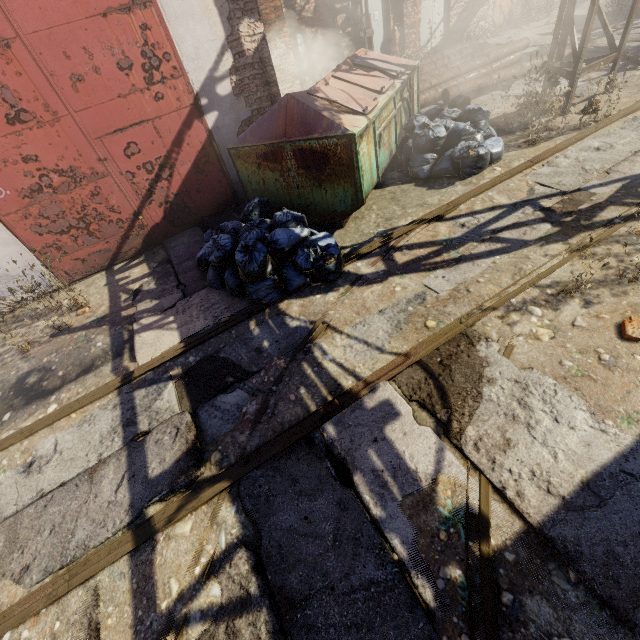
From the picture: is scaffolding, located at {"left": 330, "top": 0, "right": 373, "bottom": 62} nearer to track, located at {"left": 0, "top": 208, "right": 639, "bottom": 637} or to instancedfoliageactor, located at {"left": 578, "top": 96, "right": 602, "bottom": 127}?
instancedfoliageactor, located at {"left": 578, "top": 96, "right": 602, "bottom": 127}

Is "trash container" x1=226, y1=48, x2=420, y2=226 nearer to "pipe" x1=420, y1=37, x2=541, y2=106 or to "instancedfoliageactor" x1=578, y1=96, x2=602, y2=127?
"pipe" x1=420, y1=37, x2=541, y2=106

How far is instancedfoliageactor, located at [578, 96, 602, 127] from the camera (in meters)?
5.72

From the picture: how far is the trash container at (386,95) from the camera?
4.57m

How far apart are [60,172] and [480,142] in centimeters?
727cm

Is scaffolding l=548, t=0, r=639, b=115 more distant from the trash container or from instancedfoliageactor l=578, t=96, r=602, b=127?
the trash container

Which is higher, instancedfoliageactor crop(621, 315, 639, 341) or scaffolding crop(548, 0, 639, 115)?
scaffolding crop(548, 0, 639, 115)

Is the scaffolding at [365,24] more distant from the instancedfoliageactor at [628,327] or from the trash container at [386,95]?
the instancedfoliageactor at [628,327]
